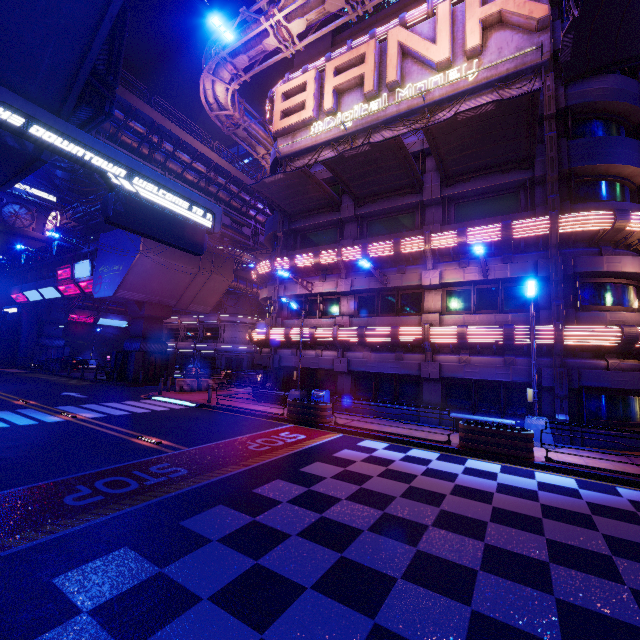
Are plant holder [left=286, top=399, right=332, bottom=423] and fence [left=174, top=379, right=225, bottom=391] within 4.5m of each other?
no

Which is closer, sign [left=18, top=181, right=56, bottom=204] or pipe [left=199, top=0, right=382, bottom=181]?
pipe [left=199, top=0, right=382, bottom=181]

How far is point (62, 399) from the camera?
18.3m

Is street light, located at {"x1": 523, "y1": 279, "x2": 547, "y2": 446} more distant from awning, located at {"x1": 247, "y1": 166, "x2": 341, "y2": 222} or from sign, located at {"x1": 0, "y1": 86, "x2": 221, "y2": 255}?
awning, located at {"x1": 247, "y1": 166, "x2": 341, "y2": 222}

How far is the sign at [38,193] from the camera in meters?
45.5

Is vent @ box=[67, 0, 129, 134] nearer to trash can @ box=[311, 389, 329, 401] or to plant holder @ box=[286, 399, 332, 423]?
plant holder @ box=[286, 399, 332, 423]

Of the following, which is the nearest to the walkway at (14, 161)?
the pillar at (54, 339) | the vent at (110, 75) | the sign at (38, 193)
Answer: the vent at (110, 75)

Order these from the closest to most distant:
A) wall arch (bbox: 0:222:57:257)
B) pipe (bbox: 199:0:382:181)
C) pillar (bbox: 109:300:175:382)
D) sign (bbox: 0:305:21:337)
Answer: pipe (bbox: 199:0:382:181) < pillar (bbox: 109:300:175:382) < sign (bbox: 0:305:21:337) < wall arch (bbox: 0:222:57:257)
